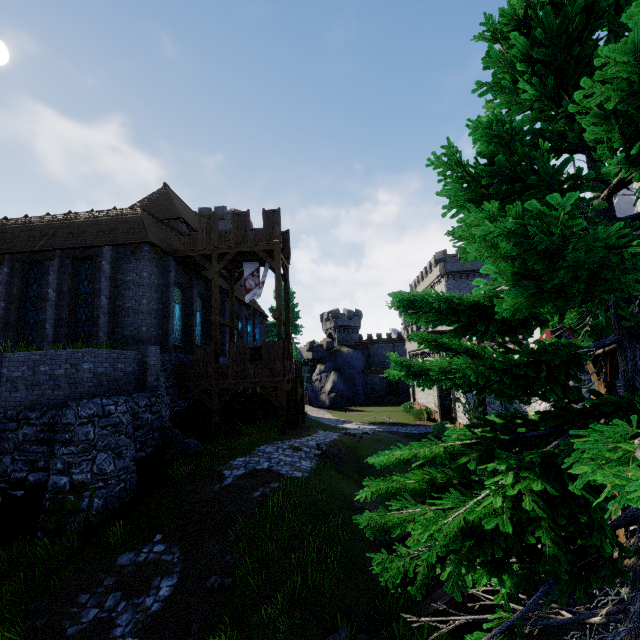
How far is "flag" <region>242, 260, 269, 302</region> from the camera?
21.39m

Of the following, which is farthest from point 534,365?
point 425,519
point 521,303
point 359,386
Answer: point 359,386

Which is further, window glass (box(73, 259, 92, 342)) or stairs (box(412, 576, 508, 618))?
window glass (box(73, 259, 92, 342))

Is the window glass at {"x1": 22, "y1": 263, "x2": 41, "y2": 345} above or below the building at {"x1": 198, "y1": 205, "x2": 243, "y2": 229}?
below

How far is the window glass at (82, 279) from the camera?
17.3m

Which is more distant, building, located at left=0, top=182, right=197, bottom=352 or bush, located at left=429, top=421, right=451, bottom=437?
bush, located at left=429, top=421, right=451, bottom=437

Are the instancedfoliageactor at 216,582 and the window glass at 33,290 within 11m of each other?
no

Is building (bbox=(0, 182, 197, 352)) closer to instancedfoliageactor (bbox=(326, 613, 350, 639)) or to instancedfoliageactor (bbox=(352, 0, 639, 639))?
instancedfoliageactor (bbox=(326, 613, 350, 639))
